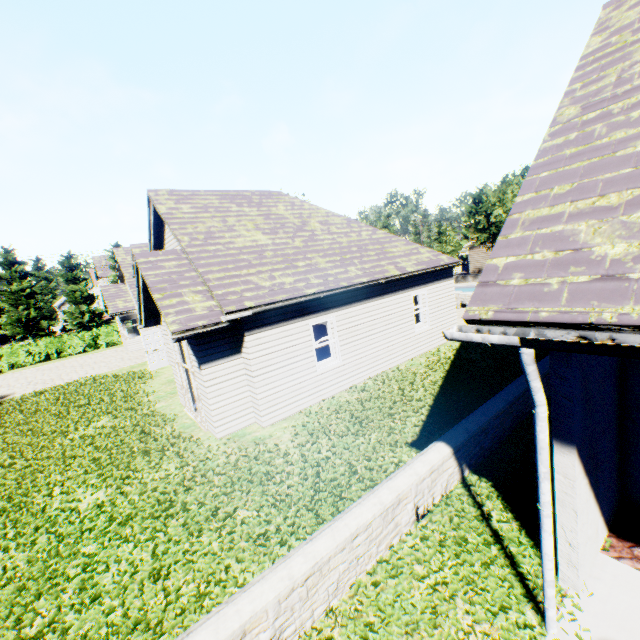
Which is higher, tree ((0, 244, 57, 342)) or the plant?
the plant

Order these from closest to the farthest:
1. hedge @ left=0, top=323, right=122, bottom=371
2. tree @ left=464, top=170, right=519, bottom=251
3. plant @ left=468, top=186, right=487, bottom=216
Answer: hedge @ left=0, top=323, right=122, bottom=371, tree @ left=464, top=170, right=519, bottom=251, plant @ left=468, top=186, right=487, bottom=216

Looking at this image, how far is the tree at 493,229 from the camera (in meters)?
28.11

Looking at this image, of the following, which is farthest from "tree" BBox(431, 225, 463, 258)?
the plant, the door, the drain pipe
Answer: the door

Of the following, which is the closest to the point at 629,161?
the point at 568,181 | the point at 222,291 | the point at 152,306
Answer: the point at 568,181

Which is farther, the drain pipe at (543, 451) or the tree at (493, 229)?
the tree at (493, 229)

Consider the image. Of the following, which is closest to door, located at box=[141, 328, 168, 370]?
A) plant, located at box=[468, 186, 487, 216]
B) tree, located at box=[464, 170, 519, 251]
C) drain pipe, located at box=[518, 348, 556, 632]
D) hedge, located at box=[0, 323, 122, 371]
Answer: hedge, located at box=[0, 323, 122, 371]

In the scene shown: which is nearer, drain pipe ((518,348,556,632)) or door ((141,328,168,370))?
drain pipe ((518,348,556,632))
